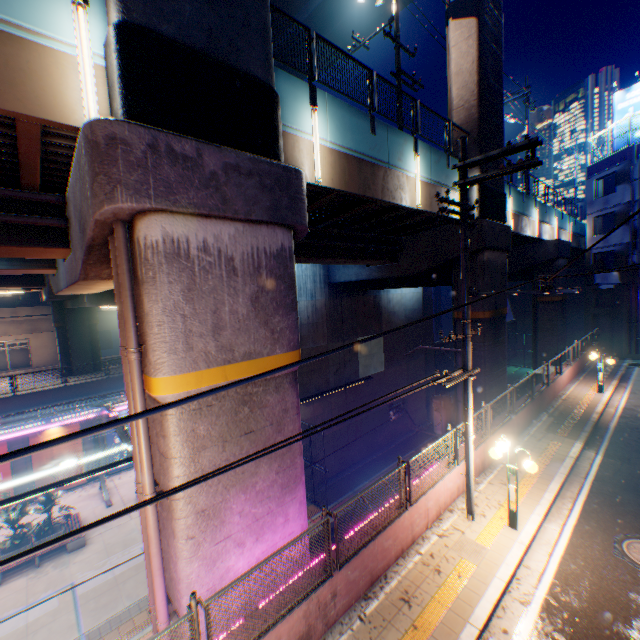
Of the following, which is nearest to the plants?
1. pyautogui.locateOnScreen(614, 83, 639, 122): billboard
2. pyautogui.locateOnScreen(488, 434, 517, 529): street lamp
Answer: pyautogui.locateOnScreen(488, 434, 517, 529): street lamp

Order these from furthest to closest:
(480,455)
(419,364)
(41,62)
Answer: (419,364) < (480,455) < (41,62)

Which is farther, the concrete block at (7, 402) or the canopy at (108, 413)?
the concrete block at (7, 402)

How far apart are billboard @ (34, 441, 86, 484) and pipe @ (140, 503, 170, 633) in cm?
2063

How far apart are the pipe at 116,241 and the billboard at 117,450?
20.7 meters

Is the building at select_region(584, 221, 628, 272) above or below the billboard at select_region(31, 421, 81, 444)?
above

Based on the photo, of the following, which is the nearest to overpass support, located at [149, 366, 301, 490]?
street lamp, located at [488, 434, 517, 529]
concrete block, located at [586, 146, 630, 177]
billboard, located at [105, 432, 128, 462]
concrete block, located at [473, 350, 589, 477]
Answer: concrete block, located at [473, 350, 589, 477]

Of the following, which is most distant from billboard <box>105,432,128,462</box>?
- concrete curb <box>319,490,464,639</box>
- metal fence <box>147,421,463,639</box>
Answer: concrete curb <box>319,490,464,639</box>
